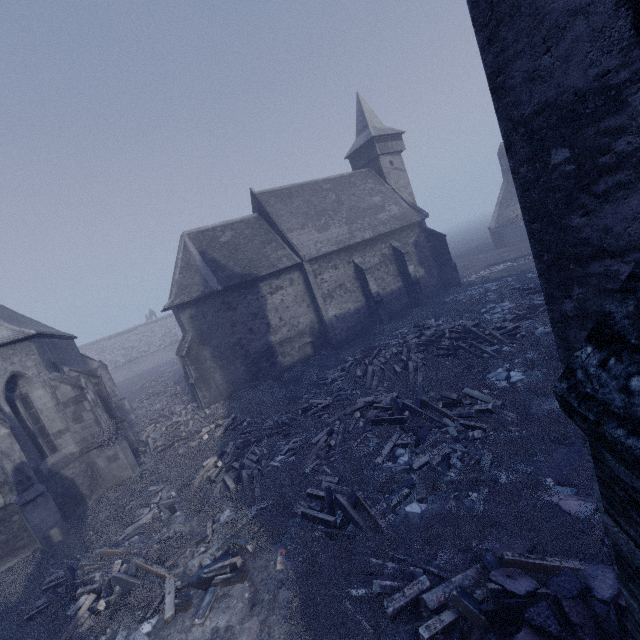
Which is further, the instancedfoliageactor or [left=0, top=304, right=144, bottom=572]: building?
[left=0, top=304, right=144, bottom=572]: building

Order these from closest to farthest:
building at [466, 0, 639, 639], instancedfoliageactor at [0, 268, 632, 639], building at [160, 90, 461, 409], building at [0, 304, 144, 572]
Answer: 1. building at [466, 0, 639, 639]
2. instancedfoliageactor at [0, 268, 632, 639]
3. building at [0, 304, 144, 572]
4. building at [160, 90, 461, 409]

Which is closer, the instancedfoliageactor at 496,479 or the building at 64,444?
the instancedfoliageactor at 496,479

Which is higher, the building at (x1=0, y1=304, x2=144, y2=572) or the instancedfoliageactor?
the building at (x1=0, y1=304, x2=144, y2=572)

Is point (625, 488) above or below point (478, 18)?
below

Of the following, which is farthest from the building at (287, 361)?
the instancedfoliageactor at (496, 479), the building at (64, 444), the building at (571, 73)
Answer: the building at (571, 73)

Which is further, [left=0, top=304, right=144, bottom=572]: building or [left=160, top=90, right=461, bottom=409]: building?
[left=160, top=90, right=461, bottom=409]: building

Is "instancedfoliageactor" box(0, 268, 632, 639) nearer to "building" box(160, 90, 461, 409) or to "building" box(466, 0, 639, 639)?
"building" box(466, 0, 639, 639)
